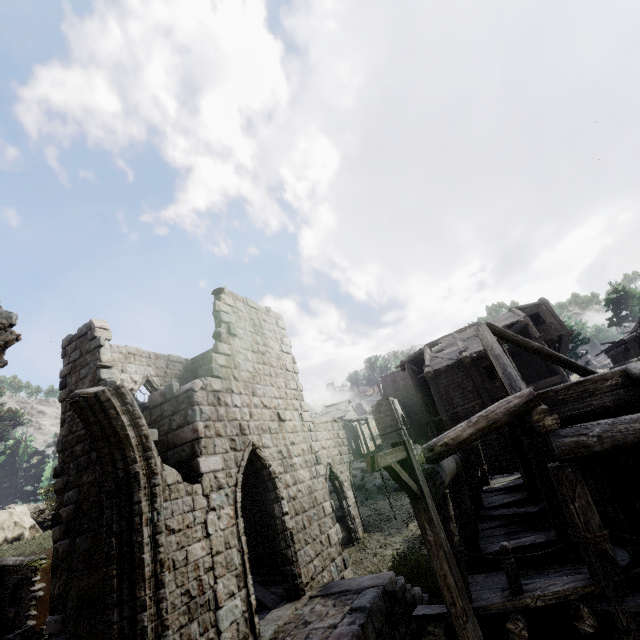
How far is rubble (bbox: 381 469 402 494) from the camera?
20.3m

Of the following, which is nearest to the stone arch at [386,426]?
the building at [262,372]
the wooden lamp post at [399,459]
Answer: the building at [262,372]

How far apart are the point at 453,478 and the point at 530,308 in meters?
21.4

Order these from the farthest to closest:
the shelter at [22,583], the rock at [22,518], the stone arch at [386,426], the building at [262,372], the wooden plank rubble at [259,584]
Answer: the stone arch at [386,426]
the rock at [22,518]
the shelter at [22,583]
the wooden plank rubble at [259,584]
the building at [262,372]

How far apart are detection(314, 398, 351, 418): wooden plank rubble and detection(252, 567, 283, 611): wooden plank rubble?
38.03m

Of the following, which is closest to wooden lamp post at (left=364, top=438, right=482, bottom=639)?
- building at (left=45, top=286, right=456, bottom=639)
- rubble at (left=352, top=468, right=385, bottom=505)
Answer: building at (left=45, top=286, right=456, bottom=639)

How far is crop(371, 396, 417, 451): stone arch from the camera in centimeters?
3691cm

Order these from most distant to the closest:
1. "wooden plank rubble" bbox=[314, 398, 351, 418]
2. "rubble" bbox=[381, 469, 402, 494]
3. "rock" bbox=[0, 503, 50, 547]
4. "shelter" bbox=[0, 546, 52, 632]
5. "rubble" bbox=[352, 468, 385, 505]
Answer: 1. "wooden plank rubble" bbox=[314, 398, 351, 418]
2. "rock" bbox=[0, 503, 50, 547]
3. "rubble" bbox=[381, 469, 402, 494]
4. "rubble" bbox=[352, 468, 385, 505]
5. "shelter" bbox=[0, 546, 52, 632]
